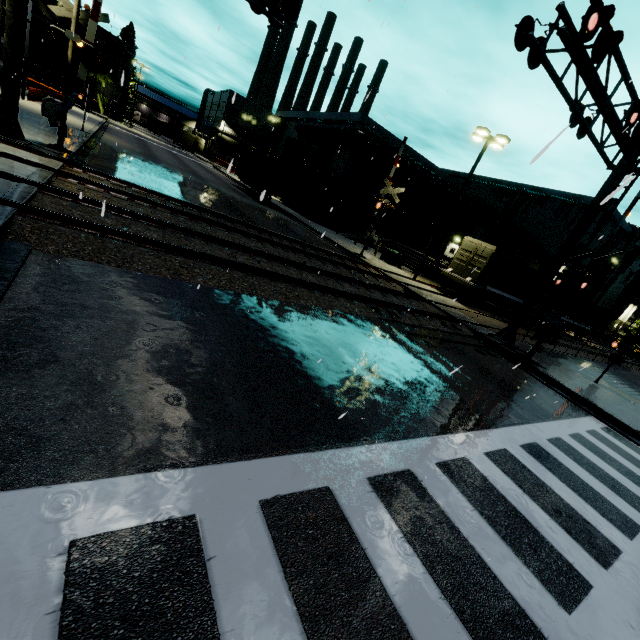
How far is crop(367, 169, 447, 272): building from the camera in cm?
3301

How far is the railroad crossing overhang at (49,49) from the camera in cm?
1035

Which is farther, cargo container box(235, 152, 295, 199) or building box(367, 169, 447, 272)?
building box(367, 169, 447, 272)

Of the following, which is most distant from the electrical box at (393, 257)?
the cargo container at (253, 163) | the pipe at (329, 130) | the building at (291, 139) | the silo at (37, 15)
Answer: the silo at (37, 15)

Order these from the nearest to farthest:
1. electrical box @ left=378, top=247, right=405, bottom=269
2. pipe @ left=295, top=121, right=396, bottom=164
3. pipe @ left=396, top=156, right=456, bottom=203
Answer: electrical box @ left=378, top=247, right=405, bottom=269, pipe @ left=295, top=121, right=396, bottom=164, pipe @ left=396, top=156, right=456, bottom=203

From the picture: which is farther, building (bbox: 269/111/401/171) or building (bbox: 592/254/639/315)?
building (bbox: 592/254/639/315)

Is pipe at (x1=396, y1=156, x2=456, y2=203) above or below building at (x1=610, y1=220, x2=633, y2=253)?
below

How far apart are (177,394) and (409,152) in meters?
36.8
